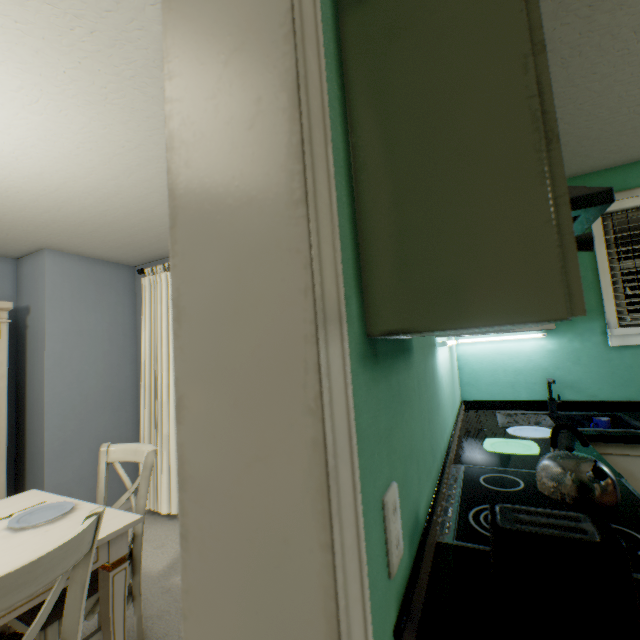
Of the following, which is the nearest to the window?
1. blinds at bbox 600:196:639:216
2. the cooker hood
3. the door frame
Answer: blinds at bbox 600:196:639:216

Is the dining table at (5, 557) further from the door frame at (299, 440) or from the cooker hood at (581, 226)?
the cooker hood at (581, 226)

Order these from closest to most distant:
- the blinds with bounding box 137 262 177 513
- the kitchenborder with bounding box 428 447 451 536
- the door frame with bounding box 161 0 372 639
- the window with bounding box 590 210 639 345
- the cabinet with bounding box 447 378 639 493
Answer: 1. the door frame with bounding box 161 0 372 639
2. the kitchenborder with bounding box 428 447 451 536
3. the cabinet with bounding box 447 378 639 493
4. the window with bounding box 590 210 639 345
5. the blinds with bounding box 137 262 177 513

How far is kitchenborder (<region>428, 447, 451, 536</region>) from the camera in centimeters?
92cm

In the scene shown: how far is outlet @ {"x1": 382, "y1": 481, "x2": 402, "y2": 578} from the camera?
0.55m

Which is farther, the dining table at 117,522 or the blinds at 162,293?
the blinds at 162,293

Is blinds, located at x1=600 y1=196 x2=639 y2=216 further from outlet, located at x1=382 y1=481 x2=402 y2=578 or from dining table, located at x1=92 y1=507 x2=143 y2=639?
dining table, located at x1=92 y1=507 x2=143 y2=639

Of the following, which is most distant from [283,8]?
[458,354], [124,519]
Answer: [458,354]
